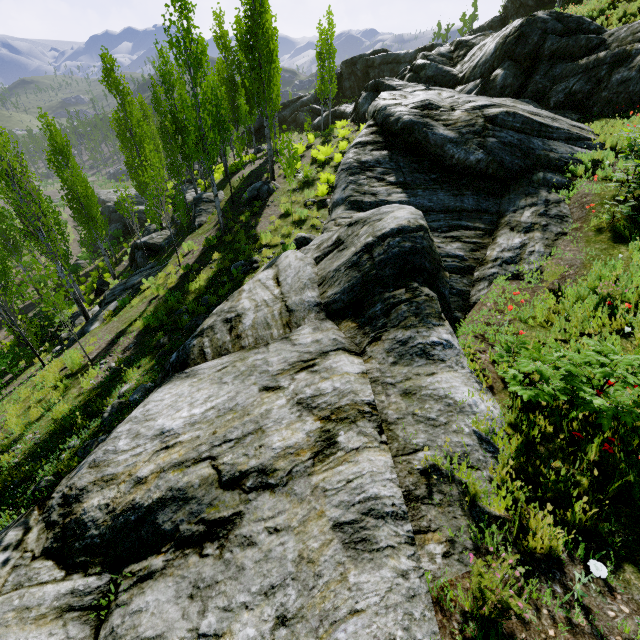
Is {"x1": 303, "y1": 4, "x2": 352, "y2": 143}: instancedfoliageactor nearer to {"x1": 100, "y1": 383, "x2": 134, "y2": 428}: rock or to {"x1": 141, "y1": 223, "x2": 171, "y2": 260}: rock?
{"x1": 100, "y1": 383, "x2": 134, "y2": 428}: rock

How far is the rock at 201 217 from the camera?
17.4m

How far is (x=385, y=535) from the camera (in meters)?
2.48

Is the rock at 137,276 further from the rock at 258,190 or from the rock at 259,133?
the rock at 259,133

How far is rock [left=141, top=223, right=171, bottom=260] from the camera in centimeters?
1998cm

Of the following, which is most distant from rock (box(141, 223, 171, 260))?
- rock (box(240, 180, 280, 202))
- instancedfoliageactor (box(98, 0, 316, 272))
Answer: rock (box(240, 180, 280, 202))

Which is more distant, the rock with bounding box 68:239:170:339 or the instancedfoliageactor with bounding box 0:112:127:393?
the rock with bounding box 68:239:170:339

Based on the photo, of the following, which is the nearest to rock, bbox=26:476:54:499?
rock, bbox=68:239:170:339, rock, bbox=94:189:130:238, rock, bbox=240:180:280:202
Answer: rock, bbox=240:180:280:202
